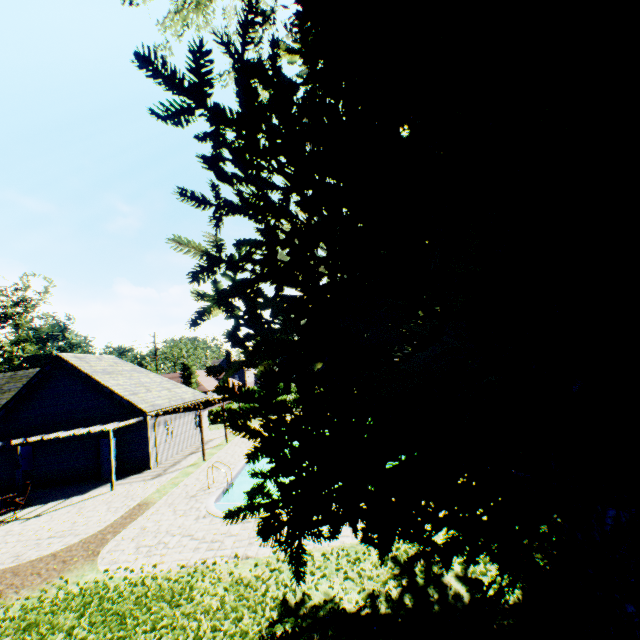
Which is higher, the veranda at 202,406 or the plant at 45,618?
the veranda at 202,406

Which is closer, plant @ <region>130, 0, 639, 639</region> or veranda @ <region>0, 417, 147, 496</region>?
plant @ <region>130, 0, 639, 639</region>

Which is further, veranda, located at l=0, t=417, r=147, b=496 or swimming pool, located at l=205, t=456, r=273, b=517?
veranda, located at l=0, t=417, r=147, b=496

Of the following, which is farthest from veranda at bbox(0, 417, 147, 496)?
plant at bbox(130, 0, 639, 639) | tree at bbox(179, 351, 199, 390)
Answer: tree at bbox(179, 351, 199, 390)

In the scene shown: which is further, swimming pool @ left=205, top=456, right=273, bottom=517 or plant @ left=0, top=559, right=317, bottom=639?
swimming pool @ left=205, top=456, right=273, bottom=517

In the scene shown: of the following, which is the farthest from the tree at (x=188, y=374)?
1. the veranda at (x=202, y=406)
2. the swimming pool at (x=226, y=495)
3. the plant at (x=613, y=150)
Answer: the veranda at (x=202, y=406)

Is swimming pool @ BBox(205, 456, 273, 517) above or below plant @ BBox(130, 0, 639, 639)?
below

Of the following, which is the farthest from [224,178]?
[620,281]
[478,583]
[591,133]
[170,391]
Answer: [170,391]
